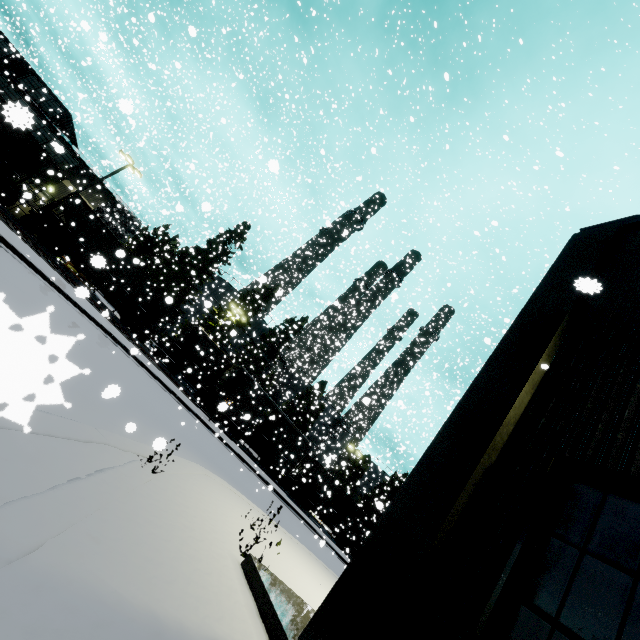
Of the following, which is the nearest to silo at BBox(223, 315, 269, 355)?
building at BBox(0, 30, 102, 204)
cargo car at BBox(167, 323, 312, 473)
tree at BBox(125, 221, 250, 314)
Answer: tree at BBox(125, 221, 250, 314)

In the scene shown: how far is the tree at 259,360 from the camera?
39.2m

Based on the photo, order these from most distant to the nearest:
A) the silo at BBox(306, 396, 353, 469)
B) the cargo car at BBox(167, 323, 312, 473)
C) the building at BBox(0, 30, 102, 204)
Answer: the silo at BBox(306, 396, 353, 469)
the cargo car at BBox(167, 323, 312, 473)
the building at BBox(0, 30, 102, 204)

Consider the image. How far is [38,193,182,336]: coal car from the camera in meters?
22.8

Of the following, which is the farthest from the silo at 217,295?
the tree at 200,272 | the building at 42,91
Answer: the building at 42,91

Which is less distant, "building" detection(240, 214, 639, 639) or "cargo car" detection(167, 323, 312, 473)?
"building" detection(240, 214, 639, 639)

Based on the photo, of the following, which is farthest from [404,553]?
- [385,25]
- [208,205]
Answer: [385,25]

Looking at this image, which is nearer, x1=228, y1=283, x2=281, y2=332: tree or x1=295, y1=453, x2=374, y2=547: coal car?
x1=295, y1=453, x2=374, y2=547: coal car
